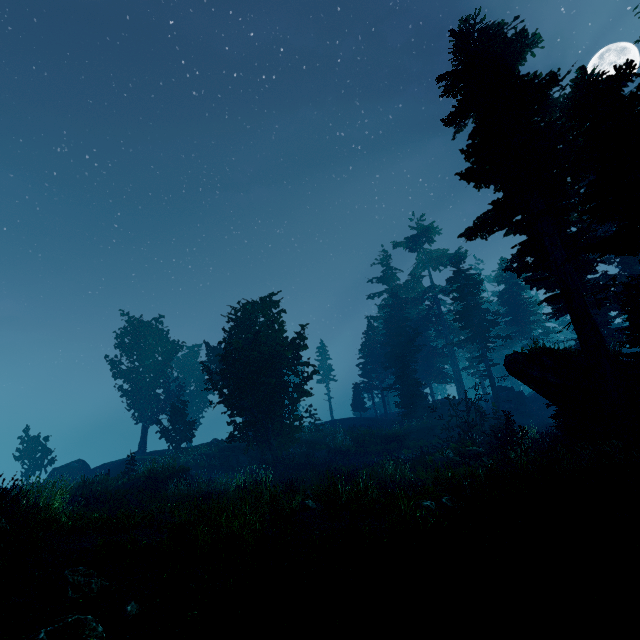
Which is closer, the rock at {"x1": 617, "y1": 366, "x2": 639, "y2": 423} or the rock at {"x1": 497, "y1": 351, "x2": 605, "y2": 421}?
the rock at {"x1": 617, "y1": 366, "x2": 639, "y2": 423}

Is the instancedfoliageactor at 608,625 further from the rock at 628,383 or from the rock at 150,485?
the rock at 150,485

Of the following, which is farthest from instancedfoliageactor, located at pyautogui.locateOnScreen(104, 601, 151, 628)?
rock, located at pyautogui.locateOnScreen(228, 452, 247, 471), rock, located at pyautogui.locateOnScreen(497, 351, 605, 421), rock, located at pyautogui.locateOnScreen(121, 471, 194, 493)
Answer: rock, located at pyautogui.locateOnScreen(228, 452, 247, 471)

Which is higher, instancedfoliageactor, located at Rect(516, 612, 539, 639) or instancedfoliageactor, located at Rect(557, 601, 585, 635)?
instancedfoliageactor, located at Rect(516, 612, 539, 639)

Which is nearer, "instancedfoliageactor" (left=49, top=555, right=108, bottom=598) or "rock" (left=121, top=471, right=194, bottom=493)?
"instancedfoliageactor" (left=49, top=555, right=108, bottom=598)

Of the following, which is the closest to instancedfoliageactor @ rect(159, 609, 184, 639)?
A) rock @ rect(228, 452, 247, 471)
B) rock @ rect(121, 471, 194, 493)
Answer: rock @ rect(121, 471, 194, 493)

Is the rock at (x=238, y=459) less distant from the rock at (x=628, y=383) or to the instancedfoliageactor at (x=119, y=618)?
the instancedfoliageactor at (x=119, y=618)

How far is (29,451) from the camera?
31.8 meters
